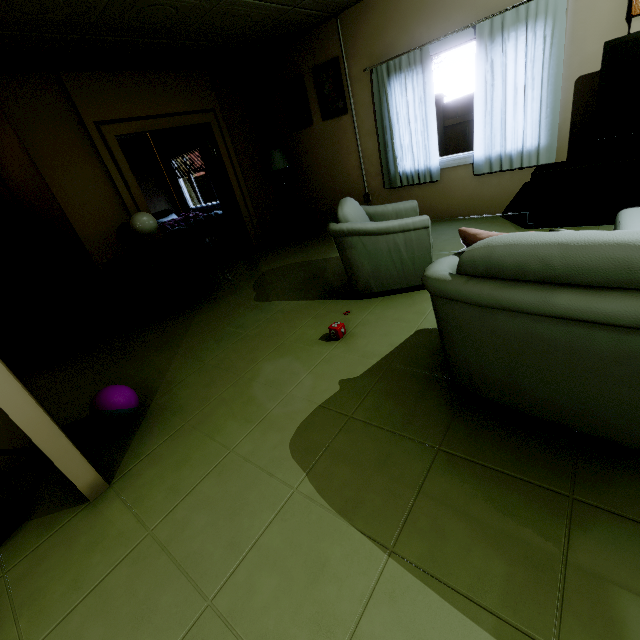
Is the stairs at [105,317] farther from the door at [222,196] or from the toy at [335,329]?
the toy at [335,329]

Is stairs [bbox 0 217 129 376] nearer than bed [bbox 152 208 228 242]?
Yes

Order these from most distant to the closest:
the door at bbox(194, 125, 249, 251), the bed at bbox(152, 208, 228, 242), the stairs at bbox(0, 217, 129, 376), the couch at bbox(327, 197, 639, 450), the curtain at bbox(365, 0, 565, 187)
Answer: the bed at bbox(152, 208, 228, 242), the door at bbox(194, 125, 249, 251), the stairs at bbox(0, 217, 129, 376), the curtain at bbox(365, 0, 565, 187), the couch at bbox(327, 197, 639, 450)

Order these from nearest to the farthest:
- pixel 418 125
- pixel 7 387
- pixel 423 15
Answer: pixel 7 387 → pixel 423 15 → pixel 418 125

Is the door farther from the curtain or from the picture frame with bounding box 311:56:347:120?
the curtain

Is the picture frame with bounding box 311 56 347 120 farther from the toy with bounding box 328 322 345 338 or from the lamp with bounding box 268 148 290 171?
the toy with bounding box 328 322 345 338

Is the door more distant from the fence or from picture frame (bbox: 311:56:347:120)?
the fence

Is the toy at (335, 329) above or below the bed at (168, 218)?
below
